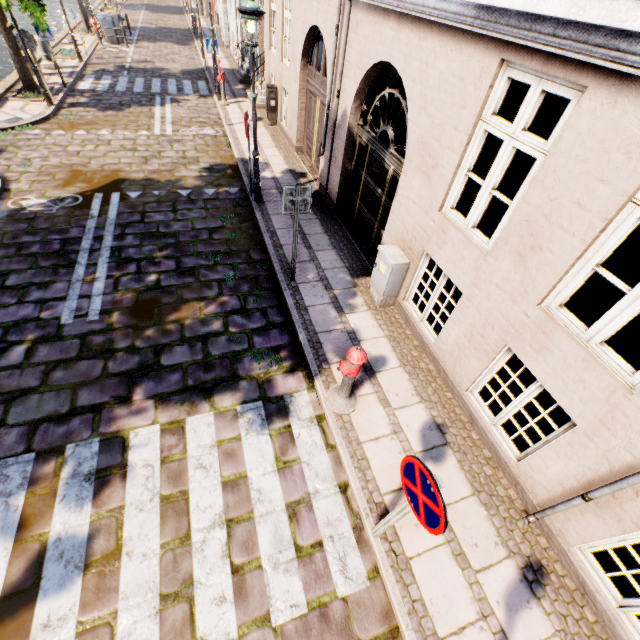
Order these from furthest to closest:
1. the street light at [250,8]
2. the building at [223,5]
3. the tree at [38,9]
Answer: the building at [223,5] < the tree at [38,9] < the street light at [250,8]

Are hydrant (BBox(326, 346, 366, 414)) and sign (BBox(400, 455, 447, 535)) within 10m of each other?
yes

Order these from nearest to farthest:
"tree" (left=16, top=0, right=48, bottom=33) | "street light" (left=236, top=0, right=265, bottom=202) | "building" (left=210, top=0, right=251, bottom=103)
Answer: "street light" (left=236, top=0, right=265, bottom=202) < "tree" (left=16, top=0, right=48, bottom=33) < "building" (left=210, top=0, right=251, bottom=103)

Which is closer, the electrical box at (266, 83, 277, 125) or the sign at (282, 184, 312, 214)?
the sign at (282, 184, 312, 214)

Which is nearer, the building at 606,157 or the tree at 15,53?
the building at 606,157

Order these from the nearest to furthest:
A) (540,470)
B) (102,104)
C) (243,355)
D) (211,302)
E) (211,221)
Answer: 1. (540,470)
2. (243,355)
3. (211,302)
4. (211,221)
5. (102,104)

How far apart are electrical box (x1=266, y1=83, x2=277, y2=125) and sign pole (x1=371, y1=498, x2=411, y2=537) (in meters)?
13.58

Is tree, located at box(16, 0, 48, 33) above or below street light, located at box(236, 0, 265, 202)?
below
